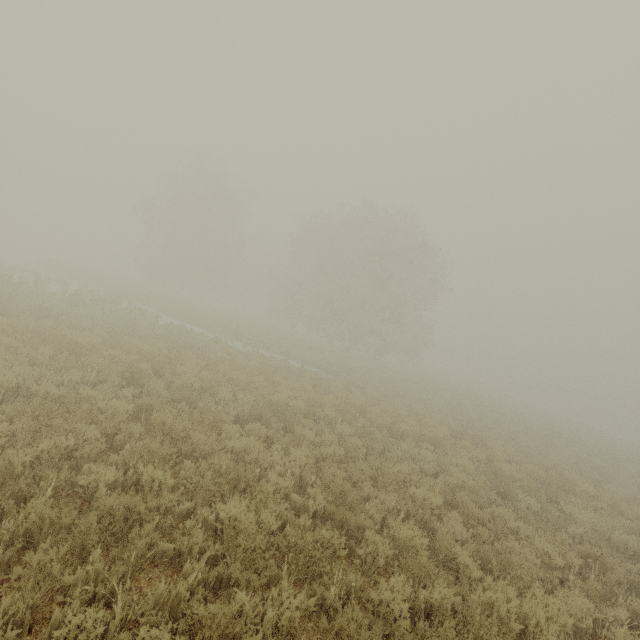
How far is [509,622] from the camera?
4.0m
